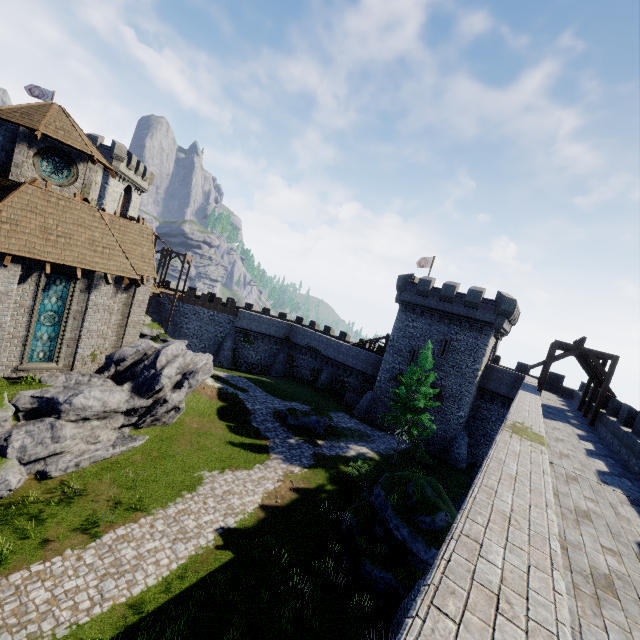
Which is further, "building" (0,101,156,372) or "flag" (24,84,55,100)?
"flag" (24,84,55,100)

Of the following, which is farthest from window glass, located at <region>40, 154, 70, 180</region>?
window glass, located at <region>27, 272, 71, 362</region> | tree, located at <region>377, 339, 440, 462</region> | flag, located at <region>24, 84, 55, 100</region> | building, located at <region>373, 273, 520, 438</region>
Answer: flag, located at <region>24, 84, 55, 100</region>

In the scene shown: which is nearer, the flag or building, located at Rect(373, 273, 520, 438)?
building, located at Rect(373, 273, 520, 438)

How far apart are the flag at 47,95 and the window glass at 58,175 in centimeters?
3215cm

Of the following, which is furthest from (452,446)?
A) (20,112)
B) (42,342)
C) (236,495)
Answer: (20,112)

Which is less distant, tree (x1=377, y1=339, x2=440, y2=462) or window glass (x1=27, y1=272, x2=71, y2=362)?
window glass (x1=27, y1=272, x2=71, y2=362)

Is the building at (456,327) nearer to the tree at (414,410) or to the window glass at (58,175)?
the tree at (414,410)

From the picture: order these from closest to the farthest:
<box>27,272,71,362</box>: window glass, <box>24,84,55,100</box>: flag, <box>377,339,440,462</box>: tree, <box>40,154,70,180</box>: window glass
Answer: <box>27,272,71,362</box>: window glass → <box>40,154,70,180</box>: window glass → <box>377,339,440,462</box>: tree → <box>24,84,55,100</box>: flag
